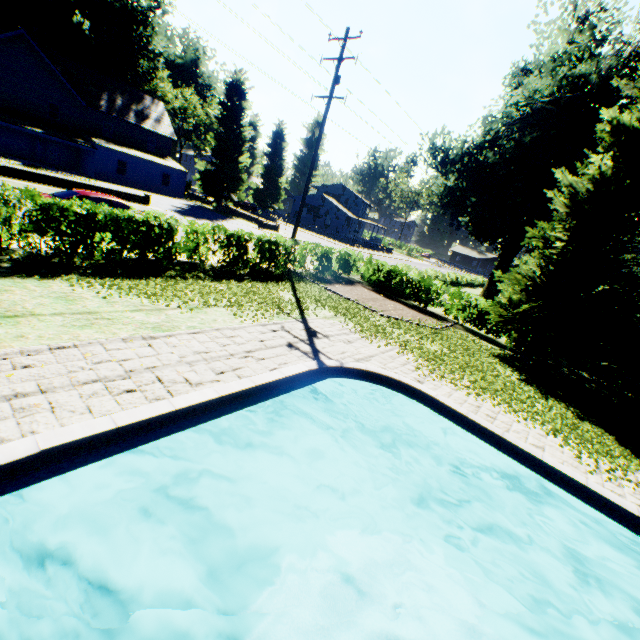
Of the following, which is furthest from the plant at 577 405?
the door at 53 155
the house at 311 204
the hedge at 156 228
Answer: the door at 53 155

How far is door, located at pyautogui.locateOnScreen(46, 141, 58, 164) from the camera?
34.7m

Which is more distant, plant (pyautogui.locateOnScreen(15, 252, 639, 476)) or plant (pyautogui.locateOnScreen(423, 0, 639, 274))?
plant (pyautogui.locateOnScreen(423, 0, 639, 274))

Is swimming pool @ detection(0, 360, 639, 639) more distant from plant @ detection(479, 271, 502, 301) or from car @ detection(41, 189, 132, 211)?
car @ detection(41, 189, 132, 211)

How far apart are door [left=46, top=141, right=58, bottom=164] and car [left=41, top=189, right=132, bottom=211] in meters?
31.0

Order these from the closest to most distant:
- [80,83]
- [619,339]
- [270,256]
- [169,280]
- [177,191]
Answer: [169,280] → [619,339] → [270,256] → [80,83] → [177,191]

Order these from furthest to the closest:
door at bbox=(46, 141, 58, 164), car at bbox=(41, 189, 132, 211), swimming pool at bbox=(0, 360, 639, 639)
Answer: door at bbox=(46, 141, 58, 164) < car at bbox=(41, 189, 132, 211) < swimming pool at bbox=(0, 360, 639, 639)

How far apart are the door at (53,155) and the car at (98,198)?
31.0 meters
